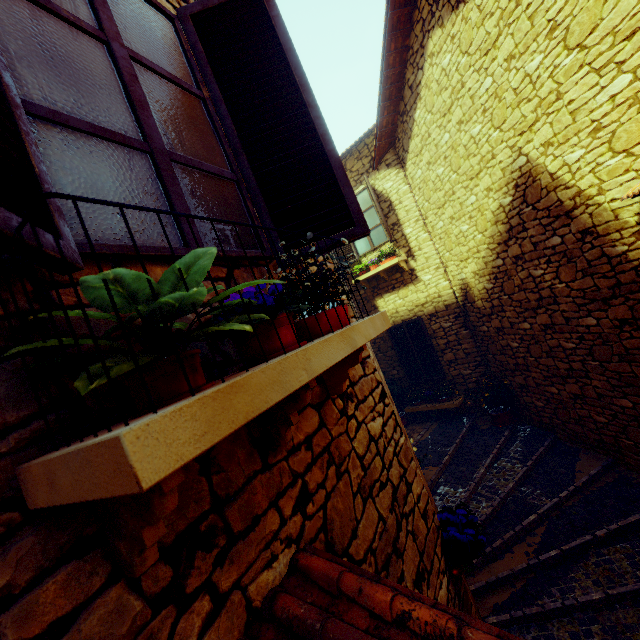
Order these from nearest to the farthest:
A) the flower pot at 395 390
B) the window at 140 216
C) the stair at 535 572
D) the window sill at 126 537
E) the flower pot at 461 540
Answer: the window sill at 126 537, the window at 140 216, the flower pot at 461 540, the stair at 535 572, the flower pot at 395 390

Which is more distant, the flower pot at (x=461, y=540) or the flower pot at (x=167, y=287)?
the flower pot at (x=461, y=540)

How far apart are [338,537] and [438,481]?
5.3 meters

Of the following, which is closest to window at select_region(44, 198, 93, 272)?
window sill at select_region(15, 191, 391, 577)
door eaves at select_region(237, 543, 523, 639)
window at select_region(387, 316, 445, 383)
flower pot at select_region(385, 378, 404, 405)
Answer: window sill at select_region(15, 191, 391, 577)

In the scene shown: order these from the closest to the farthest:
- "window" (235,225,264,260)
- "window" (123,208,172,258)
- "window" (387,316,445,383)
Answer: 1. "window" (123,208,172,258)
2. "window" (235,225,264,260)
3. "window" (387,316,445,383)

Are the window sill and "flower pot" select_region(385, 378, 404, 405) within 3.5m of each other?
no

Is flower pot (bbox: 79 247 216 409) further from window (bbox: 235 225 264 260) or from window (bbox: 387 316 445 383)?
window (bbox: 387 316 445 383)
